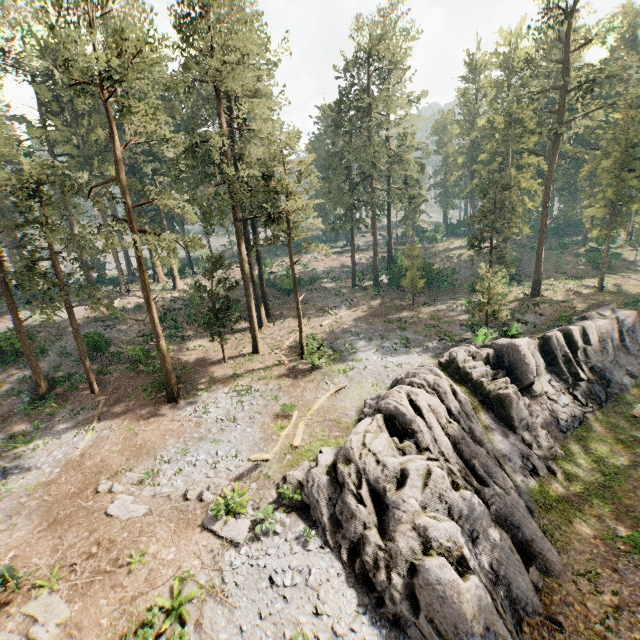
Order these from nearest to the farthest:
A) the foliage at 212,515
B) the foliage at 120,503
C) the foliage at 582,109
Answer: the foliage at 212,515, the foliage at 120,503, the foliage at 582,109

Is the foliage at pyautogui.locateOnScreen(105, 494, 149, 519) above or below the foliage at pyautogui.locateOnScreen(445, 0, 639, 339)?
below

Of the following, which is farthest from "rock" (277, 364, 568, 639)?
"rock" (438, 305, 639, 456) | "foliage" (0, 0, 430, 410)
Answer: "foliage" (0, 0, 430, 410)

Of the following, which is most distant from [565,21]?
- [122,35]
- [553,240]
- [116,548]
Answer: [116,548]

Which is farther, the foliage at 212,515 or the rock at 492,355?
the rock at 492,355

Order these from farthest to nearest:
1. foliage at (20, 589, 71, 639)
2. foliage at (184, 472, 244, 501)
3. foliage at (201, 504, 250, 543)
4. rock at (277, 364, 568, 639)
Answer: foliage at (184, 472, 244, 501) → foliage at (201, 504, 250, 543) → rock at (277, 364, 568, 639) → foliage at (20, 589, 71, 639)
